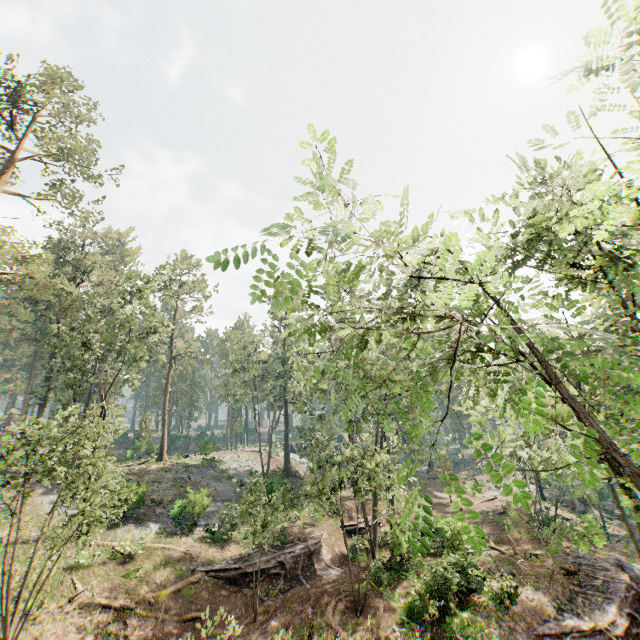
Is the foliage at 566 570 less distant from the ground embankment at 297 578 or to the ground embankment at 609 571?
the ground embankment at 609 571

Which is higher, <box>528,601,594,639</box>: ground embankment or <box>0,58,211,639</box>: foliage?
<box>0,58,211,639</box>: foliage

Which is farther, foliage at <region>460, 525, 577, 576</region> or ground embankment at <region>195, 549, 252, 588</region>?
ground embankment at <region>195, 549, 252, 588</region>

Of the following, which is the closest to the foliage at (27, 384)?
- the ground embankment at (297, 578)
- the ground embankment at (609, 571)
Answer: the ground embankment at (609, 571)

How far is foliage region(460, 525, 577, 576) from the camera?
2.16m

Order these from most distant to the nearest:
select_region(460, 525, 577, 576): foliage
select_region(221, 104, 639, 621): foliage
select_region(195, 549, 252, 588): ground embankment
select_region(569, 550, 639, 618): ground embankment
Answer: select_region(195, 549, 252, 588): ground embankment → select_region(569, 550, 639, 618): ground embankment → select_region(221, 104, 639, 621): foliage → select_region(460, 525, 577, 576): foliage

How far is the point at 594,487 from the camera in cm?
217

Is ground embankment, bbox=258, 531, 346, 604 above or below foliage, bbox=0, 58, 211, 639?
below
